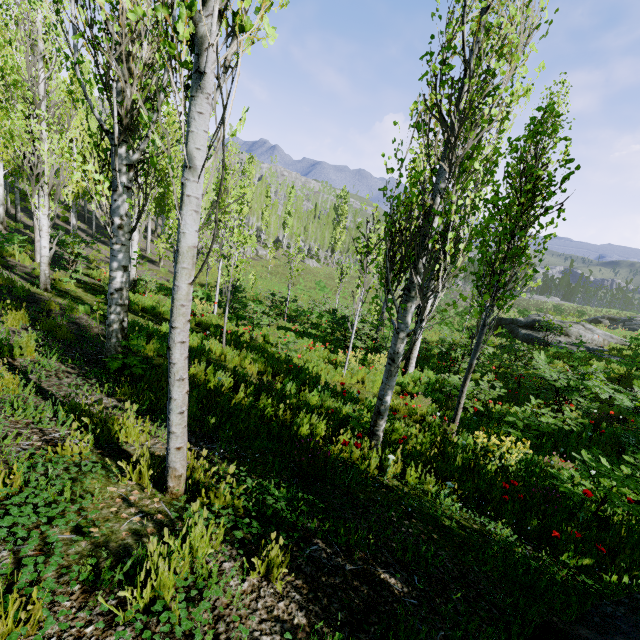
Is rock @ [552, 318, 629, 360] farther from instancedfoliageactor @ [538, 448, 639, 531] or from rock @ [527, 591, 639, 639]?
rock @ [527, 591, 639, 639]

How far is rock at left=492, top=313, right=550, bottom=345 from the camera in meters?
20.8

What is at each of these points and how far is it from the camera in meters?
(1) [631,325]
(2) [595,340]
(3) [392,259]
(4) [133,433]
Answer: (1) rock, 33.6 m
(2) rock, 20.7 m
(3) instancedfoliageactor, 4.3 m
(4) instancedfoliageactor, 3.2 m

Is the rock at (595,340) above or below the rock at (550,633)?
below

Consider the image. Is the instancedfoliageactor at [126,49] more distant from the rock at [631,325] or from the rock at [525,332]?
the rock at [631,325]

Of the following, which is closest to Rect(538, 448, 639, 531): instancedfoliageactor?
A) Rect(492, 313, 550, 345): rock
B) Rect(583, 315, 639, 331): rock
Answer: Rect(492, 313, 550, 345): rock
